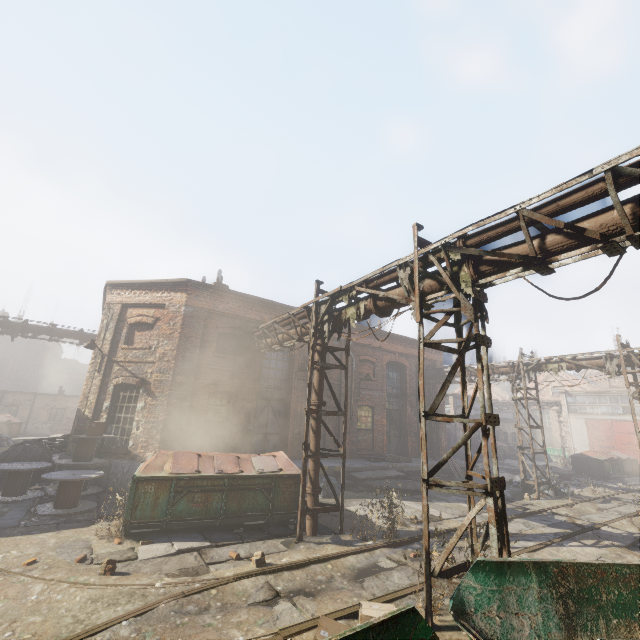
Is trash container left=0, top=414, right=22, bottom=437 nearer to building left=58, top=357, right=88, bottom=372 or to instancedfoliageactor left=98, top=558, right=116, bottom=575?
instancedfoliageactor left=98, top=558, right=116, bottom=575

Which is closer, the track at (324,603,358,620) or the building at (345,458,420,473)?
the track at (324,603,358,620)

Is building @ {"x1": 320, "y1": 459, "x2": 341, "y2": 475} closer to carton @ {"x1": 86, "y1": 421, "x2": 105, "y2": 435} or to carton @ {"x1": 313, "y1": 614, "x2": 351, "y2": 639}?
carton @ {"x1": 86, "y1": 421, "x2": 105, "y2": 435}

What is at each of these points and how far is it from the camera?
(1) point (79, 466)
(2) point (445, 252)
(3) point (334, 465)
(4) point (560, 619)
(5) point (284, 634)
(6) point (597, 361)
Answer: (1) spool, 11.0 meters
(2) pipe, 6.2 meters
(3) building, 14.9 meters
(4) container, 4.1 meters
(5) track, 4.5 meters
(6) pipe, 14.0 meters

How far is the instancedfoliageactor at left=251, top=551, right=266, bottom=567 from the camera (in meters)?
6.47

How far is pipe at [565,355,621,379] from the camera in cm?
1347

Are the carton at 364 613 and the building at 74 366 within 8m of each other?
no

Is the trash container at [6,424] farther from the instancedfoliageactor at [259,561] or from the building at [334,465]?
the instancedfoliageactor at [259,561]
